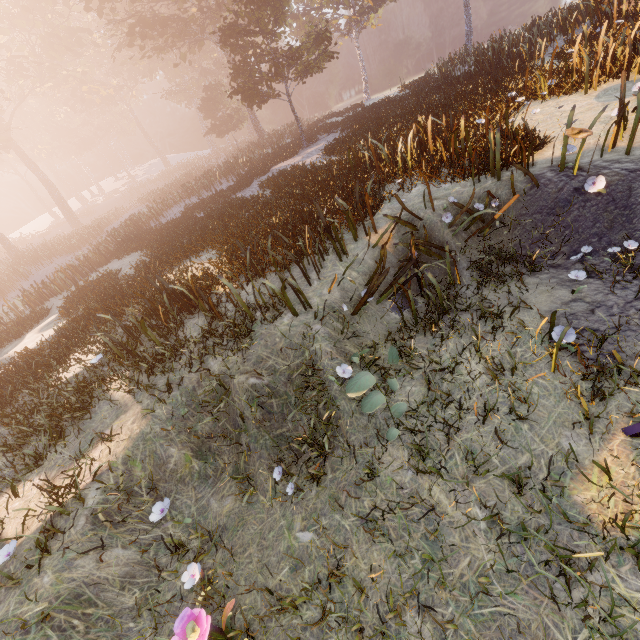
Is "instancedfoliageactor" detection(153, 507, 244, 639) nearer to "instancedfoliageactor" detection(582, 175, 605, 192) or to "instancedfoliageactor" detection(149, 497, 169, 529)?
"instancedfoliageactor" detection(149, 497, 169, 529)

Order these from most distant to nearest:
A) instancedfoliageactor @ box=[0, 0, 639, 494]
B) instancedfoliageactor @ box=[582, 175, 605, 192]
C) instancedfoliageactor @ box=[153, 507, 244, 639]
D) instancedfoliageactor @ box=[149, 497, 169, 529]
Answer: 1. instancedfoliageactor @ box=[0, 0, 639, 494]
2. instancedfoliageactor @ box=[582, 175, 605, 192]
3. instancedfoliageactor @ box=[149, 497, 169, 529]
4. instancedfoliageactor @ box=[153, 507, 244, 639]

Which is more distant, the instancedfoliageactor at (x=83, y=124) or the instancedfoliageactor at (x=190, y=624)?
the instancedfoliageactor at (x=83, y=124)

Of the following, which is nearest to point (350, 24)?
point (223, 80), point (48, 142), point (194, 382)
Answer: point (223, 80)

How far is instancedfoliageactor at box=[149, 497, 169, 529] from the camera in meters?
4.3

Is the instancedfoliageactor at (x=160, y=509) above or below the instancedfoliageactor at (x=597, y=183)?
below

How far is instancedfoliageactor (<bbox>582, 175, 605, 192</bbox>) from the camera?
5.1 meters

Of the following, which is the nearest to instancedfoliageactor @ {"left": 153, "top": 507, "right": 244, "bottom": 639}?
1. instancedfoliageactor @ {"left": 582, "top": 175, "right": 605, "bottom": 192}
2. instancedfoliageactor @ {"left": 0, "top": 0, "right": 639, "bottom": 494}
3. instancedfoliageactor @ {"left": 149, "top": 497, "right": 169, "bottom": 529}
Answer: instancedfoliageactor @ {"left": 149, "top": 497, "right": 169, "bottom": 529}
